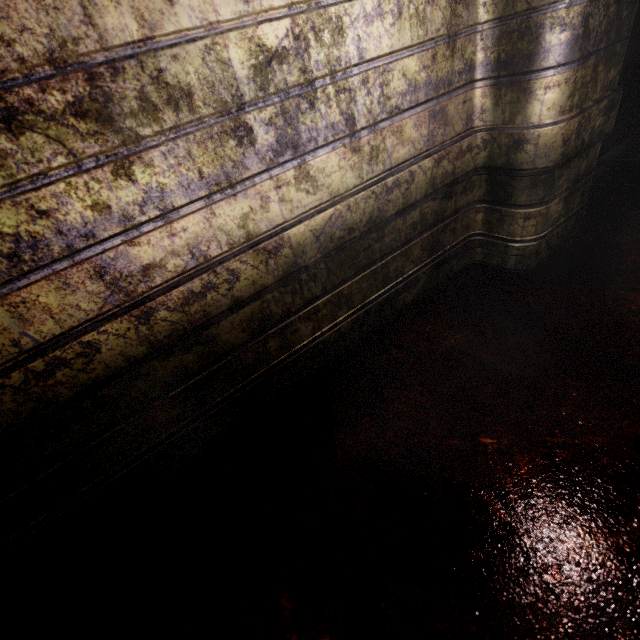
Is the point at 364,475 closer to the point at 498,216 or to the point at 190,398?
the point at 190,398
